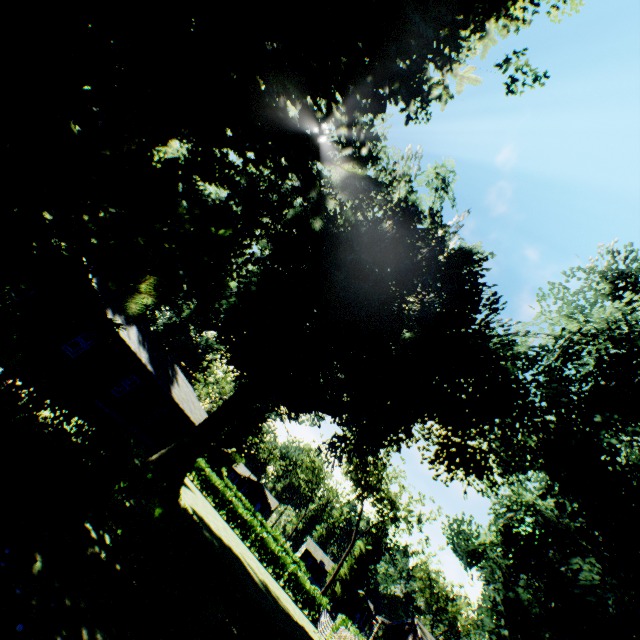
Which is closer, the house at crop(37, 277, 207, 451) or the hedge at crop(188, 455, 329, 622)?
the house at crop(37, 277, 207, 451)

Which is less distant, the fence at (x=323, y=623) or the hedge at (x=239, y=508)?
the fence at (x=323, y=623)

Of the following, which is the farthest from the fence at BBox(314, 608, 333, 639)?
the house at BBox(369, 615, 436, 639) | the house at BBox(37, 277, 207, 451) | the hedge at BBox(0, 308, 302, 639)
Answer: the house at BBox(37, 277, 207, 451)

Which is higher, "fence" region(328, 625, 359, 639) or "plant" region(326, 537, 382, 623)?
"plant" region(326, 537, 382, 623)

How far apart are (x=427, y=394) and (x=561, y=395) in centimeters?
813cm

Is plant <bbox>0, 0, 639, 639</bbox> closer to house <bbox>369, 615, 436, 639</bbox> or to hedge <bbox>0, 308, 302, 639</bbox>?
hedge <bbox>0, 308, 302, 639</bbox>

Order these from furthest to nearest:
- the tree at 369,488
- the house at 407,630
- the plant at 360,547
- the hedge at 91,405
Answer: the plant at 360,547
the tree at 369,488
the house at 407,630
the hedge at 91,405

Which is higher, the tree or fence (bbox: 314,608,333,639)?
the tree
